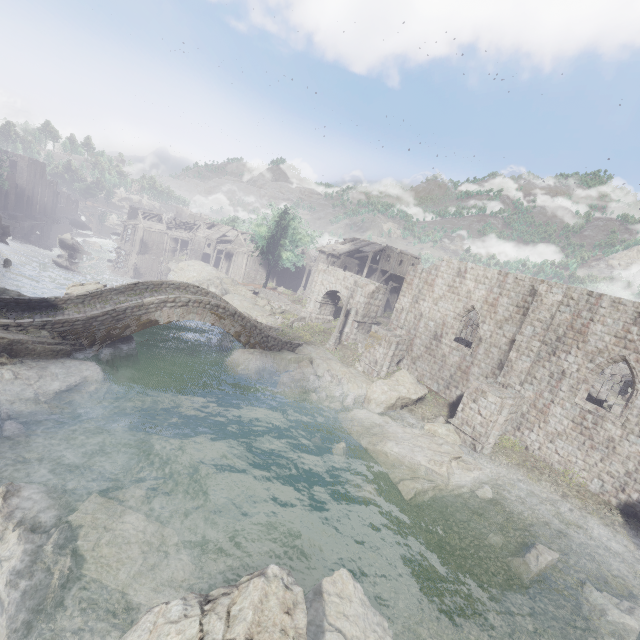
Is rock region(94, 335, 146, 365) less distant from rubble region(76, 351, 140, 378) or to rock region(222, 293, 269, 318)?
rubble region(76, 351, 140, 378)

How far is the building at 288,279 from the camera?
56.2m

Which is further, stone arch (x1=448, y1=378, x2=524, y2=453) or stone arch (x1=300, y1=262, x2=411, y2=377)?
stone arch (x1=300, y1=262, x2=411, y2=377)

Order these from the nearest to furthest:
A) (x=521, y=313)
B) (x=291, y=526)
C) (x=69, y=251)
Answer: (x=291, y=526) → (x=521, y=313) → (x=69, y=251)

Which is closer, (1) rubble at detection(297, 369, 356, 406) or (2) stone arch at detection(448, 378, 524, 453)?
(2) stone arch at detection(448, 378, 524, 453)

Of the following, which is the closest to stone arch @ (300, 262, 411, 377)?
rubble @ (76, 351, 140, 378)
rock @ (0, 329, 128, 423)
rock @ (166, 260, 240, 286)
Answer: rock @ (0, 329, 128, 423)

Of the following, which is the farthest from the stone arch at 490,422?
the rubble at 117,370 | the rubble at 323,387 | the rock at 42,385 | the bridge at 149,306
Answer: the rubble at 117,370

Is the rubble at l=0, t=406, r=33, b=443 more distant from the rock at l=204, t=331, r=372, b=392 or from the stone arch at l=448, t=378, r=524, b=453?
the rock at l=204, t=331, r=372, b=392
